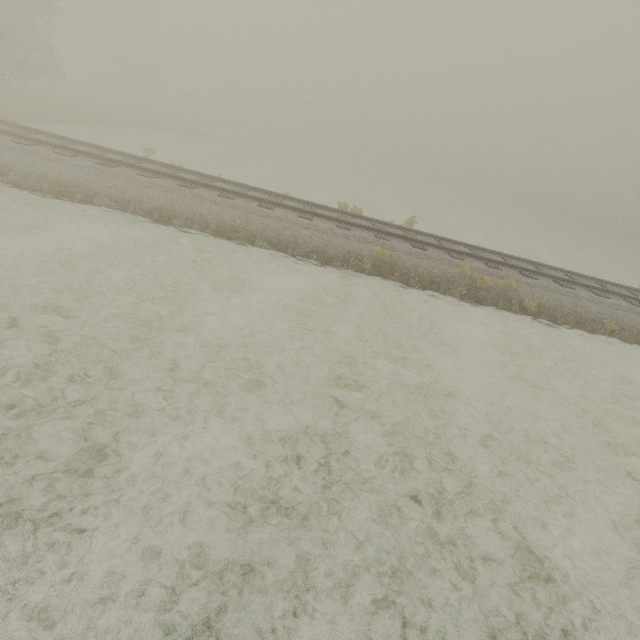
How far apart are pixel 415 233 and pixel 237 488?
11.7 meters
